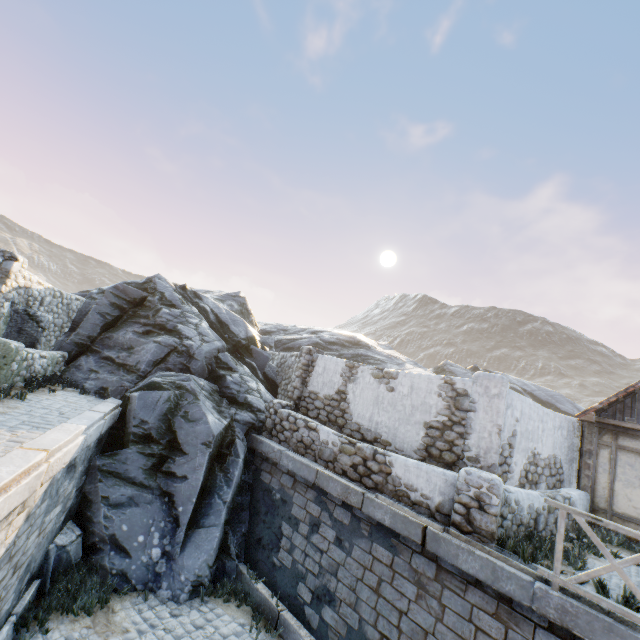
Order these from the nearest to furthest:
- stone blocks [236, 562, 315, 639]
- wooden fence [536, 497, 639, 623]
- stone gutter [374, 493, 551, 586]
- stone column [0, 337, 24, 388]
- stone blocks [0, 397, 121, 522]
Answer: stone blocks [0, 397, 121, 522] < wooden fence [536, 497, 639, 623] < stone gutter [374, 493, 551, 586] < stone blocks [236, 562, 315, 639] < stone column [0, 337, 24, 388]

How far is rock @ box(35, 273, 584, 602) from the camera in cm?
738

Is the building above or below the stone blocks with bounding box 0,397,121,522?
above

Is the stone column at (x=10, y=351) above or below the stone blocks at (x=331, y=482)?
above

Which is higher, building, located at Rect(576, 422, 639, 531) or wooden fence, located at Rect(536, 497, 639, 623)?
building, located at Rect(576, 422, 639, 531)

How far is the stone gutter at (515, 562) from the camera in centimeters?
497cm

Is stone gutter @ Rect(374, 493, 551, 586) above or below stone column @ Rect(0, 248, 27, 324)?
below

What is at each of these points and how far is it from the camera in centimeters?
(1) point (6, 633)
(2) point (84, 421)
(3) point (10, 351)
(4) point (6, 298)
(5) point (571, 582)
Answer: (1) stone blocks, 516cm
(2) stone blocks, 647cm
(3) stone column, 736cm
(4) stone column, 788cm
(5) wooden fence, 460cm
